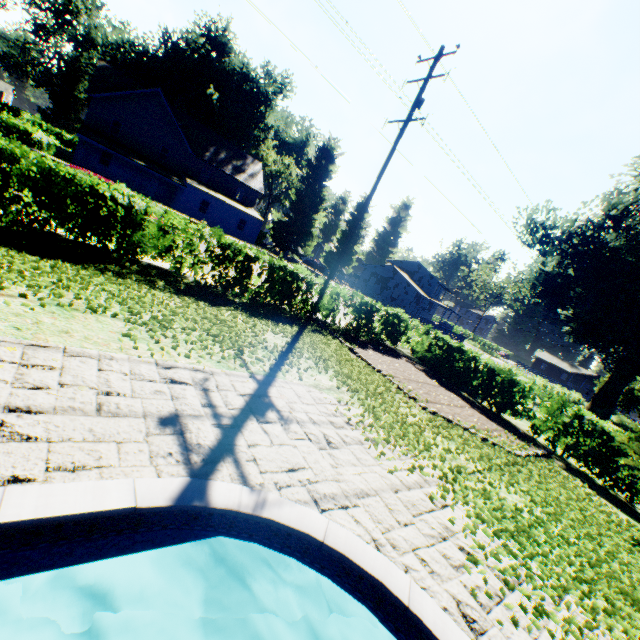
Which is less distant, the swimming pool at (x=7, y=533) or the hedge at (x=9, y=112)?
the swimming pool at (x=7, y=533)

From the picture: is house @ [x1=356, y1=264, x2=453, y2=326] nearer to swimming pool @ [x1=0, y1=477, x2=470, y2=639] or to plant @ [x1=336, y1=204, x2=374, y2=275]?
plant @ [x1=336, y1=204, x2=374, y2=275]

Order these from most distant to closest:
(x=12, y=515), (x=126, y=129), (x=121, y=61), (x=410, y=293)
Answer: (x=410, y=293), (x=121, y=61), (x=126, y=129), (x=12, y=515)

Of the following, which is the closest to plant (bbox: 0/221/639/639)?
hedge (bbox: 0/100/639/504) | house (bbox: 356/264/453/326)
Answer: house (bbox: 356/264/453/326)

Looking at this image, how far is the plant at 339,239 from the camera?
56.4m

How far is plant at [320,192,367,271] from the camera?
56.4 meters

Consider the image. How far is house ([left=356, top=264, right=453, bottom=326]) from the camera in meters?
53.6 m
